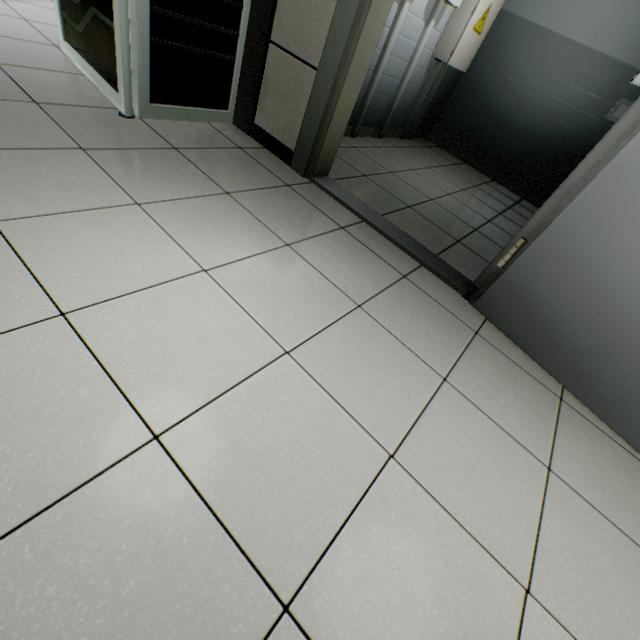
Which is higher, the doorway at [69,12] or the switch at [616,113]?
the switch at [616,113]

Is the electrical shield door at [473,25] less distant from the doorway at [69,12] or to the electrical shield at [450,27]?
the electrical shield at [450,27]

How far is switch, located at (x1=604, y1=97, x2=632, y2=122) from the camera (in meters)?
1.41

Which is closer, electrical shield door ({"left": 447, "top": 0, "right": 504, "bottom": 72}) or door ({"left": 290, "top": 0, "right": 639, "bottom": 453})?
door ({"left": 290, "top": 0, "right": 639, "bottom": 453})

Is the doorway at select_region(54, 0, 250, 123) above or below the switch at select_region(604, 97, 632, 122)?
below

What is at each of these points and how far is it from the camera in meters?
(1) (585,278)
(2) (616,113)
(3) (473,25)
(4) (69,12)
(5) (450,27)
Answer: (1) door, 1.4 m
(2) switch, 1.4 m
(3) electrical shield door, 3.5 m
(4) doorway, 2.1 m
(5) electrical shield, 3.5 m

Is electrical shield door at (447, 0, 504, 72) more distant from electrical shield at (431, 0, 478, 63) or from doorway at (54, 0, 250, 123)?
doorway at (54, 0, 250, 123)

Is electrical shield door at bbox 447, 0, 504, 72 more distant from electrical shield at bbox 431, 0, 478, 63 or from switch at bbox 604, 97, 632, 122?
switch at bbox 604, 97, 632, 122
